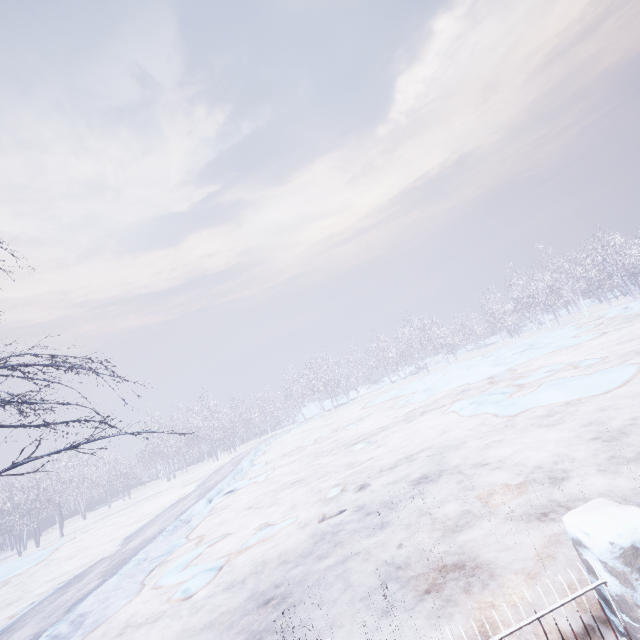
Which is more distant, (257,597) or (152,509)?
(152,509)
